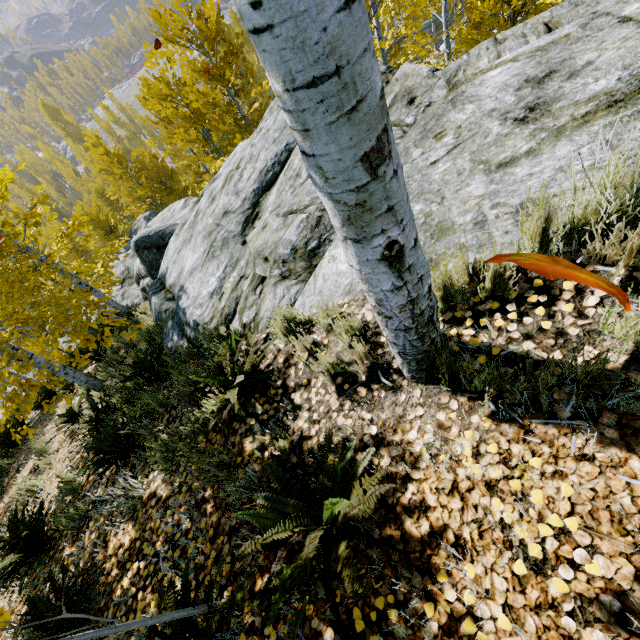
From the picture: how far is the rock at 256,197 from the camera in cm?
385

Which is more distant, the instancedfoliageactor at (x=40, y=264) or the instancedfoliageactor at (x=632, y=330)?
the instancedfoliageactor at (x=632, y=330)

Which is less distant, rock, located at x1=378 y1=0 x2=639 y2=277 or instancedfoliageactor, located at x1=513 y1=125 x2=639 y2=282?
instancedfoliageactor, located at x1=513 y1=125 x2=639 y2=282

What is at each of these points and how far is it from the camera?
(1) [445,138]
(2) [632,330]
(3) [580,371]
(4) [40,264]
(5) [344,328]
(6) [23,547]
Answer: (1) rock, 2.9 meters
(2) instancedfoliageactor, 1.5 meters
(3) instancedfoliageactor, 1.6 meters
(4) instancedfoliageactor, 4.0 meters
(5) instancedfoliageactor, 2.7 meters
(6) instancedfoliageactor, 3.6 meters

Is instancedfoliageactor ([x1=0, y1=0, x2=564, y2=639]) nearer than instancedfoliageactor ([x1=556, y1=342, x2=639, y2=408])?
Yes

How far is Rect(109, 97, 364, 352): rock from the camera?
3.8m

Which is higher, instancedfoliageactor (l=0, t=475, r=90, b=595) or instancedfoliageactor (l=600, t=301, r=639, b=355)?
instancedfoliageactor (l=600, t=301, r=639, b=355)
